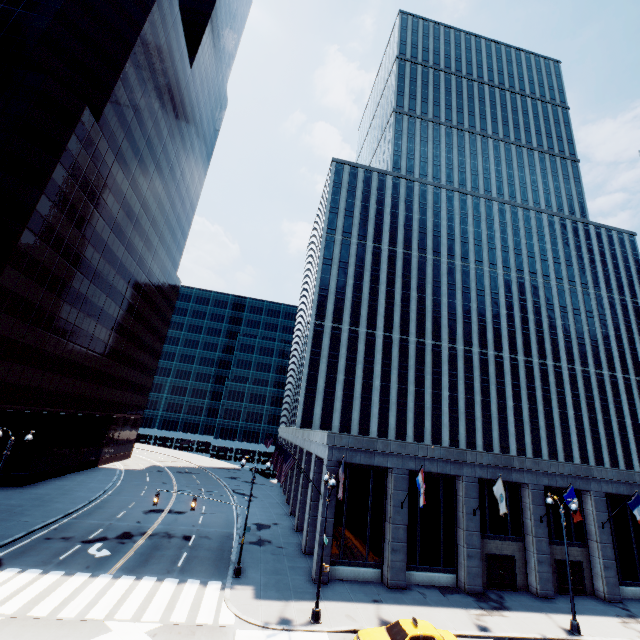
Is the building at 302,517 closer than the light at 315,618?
No

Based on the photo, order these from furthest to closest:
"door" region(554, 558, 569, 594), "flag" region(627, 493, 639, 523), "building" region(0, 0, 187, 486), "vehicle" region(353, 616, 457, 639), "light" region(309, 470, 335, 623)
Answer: "building" region(0, 0, 187, 486)
"door" region(554, 558, 569, 594)
"flag" region(627, 493, 639, 523)
"light" region(309, 470, 335, 623)
"vehicle" region(353, 616, 457, 639)

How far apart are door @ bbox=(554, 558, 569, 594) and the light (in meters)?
20.60

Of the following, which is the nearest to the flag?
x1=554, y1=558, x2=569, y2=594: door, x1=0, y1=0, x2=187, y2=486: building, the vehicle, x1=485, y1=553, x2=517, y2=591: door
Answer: x1=554, y1=558, x2=569, y2=594: door

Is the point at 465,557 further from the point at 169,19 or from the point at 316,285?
the point at 169,19

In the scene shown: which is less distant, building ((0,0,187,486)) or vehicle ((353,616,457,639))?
vehicle ((353,616,457,639))

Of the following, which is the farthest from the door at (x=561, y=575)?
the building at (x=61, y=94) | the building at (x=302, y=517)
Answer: the building at (x=61, y=94)

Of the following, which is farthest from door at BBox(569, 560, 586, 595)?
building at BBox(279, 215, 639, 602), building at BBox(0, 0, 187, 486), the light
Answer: building at BBox(0, 0, 187, 486)
